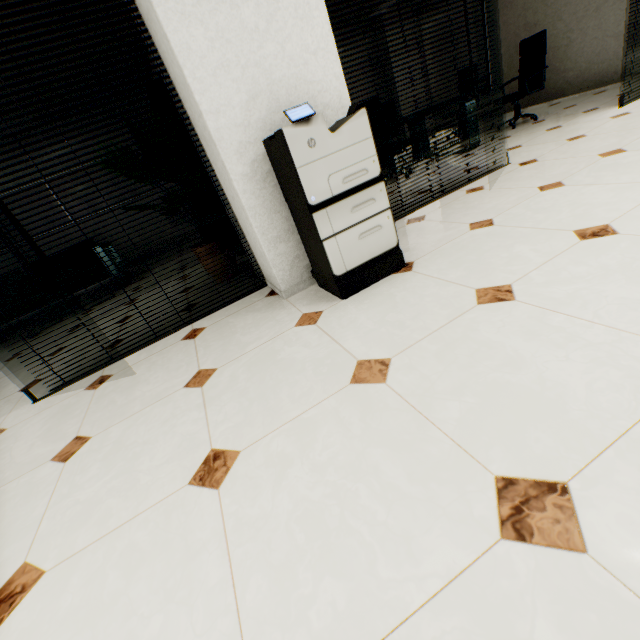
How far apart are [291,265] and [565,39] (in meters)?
7.79

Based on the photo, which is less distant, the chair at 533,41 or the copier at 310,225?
the copier at 310,225

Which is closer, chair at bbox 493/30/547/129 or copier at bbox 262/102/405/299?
copier at bbox 262/102/405/299

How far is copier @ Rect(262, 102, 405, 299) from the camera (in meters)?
1.75

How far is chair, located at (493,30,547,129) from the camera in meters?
5.0 m

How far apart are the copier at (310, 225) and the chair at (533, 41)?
4.8 meters

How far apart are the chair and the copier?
4.76m
